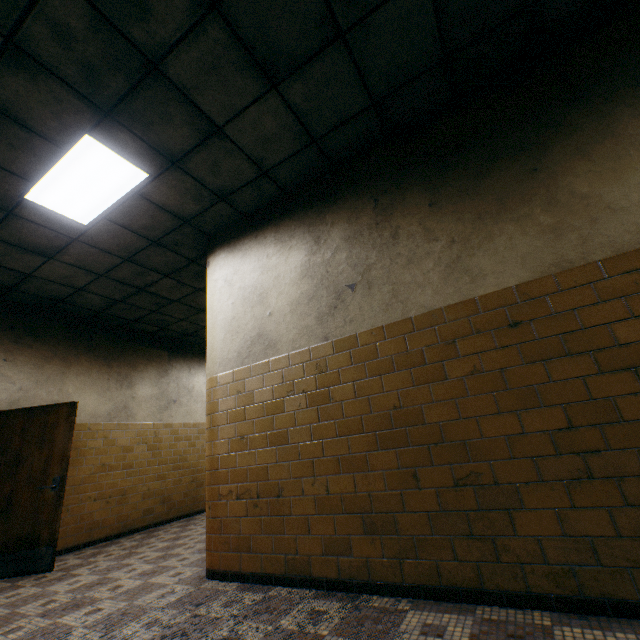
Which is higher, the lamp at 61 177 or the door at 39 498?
the lamp at 61 177

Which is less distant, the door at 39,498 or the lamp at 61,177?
the lamp at 61,177

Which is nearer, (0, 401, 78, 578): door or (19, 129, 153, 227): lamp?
(19, 129, 153, 227): lamp

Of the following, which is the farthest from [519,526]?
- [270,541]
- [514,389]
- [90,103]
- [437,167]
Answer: [90,103]

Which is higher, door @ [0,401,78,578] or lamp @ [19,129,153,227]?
lamp @ [19,129,153,227]

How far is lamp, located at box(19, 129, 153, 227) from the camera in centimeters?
313cm
